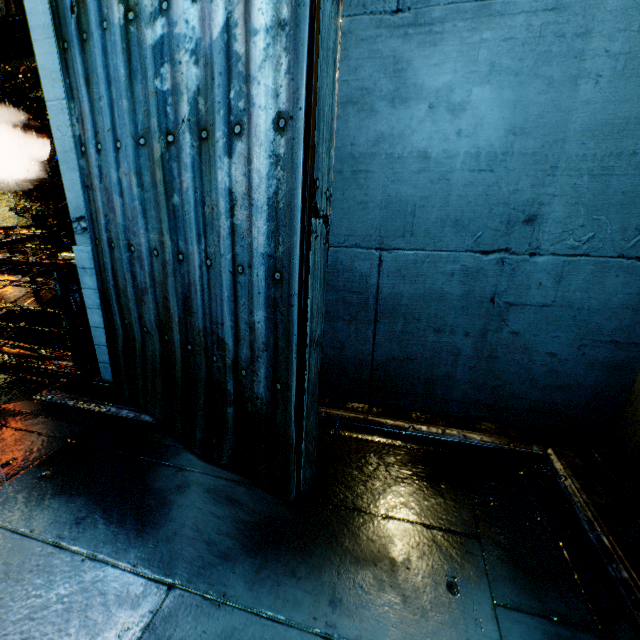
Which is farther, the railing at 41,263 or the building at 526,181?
the railing at 41,263

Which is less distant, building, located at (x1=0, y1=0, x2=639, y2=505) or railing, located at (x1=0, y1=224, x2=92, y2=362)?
building, located at (x1=0, y1=0, x2=639, y2=505)

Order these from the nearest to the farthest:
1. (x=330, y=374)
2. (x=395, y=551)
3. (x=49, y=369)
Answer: (x=395, y=551) < (x=330, y=374) < (x=49, y=369)
